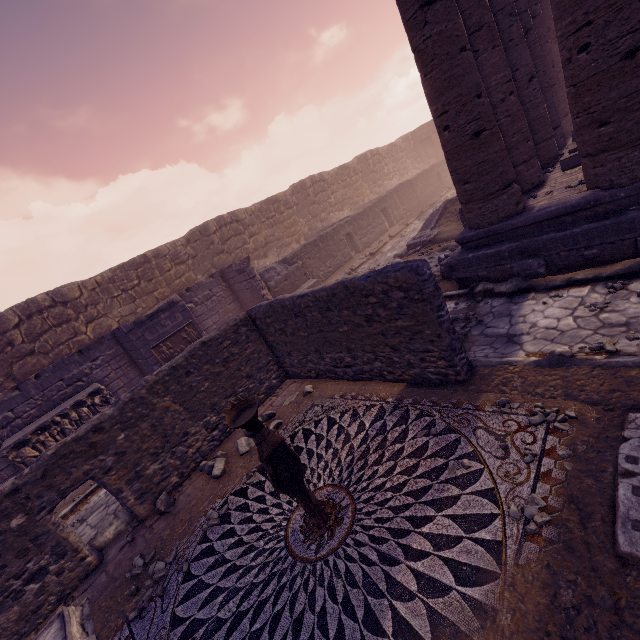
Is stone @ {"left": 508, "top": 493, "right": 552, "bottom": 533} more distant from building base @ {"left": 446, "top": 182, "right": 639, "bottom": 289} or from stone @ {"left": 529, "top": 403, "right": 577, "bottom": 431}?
building base @ {"left": 446, "top": 182, "right": 639, "bottom": 289}

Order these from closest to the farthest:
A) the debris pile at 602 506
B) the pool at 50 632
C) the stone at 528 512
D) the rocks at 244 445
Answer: the debris pile at 602 506 → the stone at 528 512 → the pool at 50 632 → the rocks at 244 445

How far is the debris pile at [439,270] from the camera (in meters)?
7.91

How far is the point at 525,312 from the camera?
5.5 meters

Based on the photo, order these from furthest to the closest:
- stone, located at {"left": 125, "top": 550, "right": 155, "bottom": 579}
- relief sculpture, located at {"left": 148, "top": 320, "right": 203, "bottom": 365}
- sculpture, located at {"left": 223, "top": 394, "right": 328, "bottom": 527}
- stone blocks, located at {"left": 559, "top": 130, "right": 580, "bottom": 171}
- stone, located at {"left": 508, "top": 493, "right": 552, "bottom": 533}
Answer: relief sculpture, located at {"left": 148, "top": 320, "right": 203, "bottom": 365}, stone blocks, located at {"left": 559, "top": 130, "right": 580, "bottom": 171}, stone, located at {"left": 125, "top": 550, "right": 155, "bottom": 579}, sculpture, located at {"left": 223, "top": 394, "right": 328, "bottom": 527}, stone, located at {"left": 508, "top": 493, "right": 552, "bottom": 533}

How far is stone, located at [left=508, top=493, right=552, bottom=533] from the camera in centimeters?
262cm

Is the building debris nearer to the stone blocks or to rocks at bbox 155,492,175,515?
rocks at bbox 155,492,175,515

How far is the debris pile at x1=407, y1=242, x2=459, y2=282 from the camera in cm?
791
